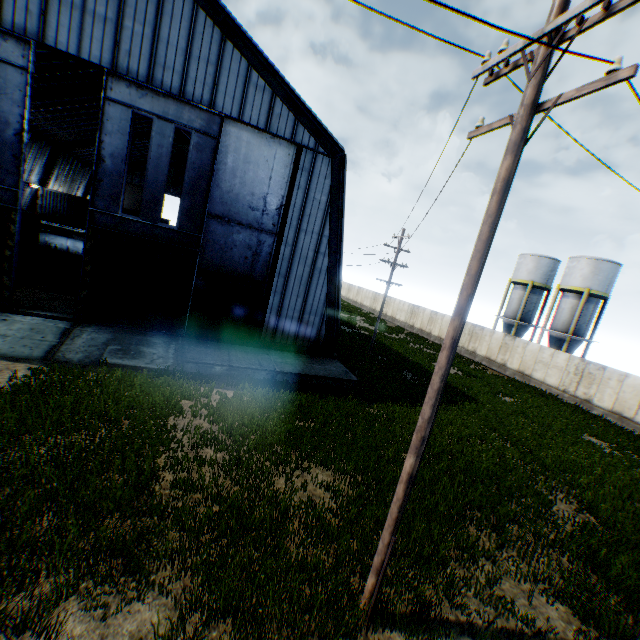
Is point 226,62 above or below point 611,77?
above

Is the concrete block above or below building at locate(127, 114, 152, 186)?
below

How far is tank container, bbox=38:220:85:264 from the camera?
27.0m

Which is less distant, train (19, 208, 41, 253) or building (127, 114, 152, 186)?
train (19, 208, 41, 253)

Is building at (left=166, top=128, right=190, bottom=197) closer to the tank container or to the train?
the train

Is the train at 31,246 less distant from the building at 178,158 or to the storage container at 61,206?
the building at 178,158

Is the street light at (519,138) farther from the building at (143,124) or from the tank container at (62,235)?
the tank container at (62,235)

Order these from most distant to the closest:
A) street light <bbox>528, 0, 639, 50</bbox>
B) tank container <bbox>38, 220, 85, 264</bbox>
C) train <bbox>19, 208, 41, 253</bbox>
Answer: tank container <bbox>38, 220, 85, 264</bbox> → train <bbox>19, 208, 41, 253</bbox> → street light <bbox>528, 0, 639, 50</bbox>
